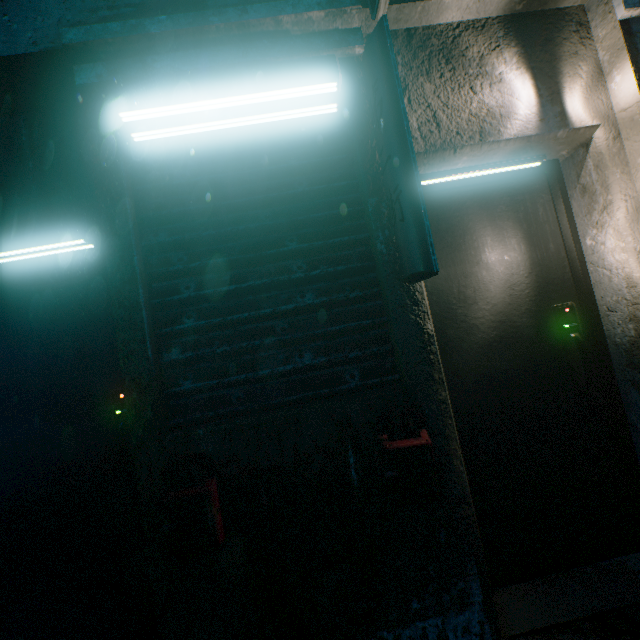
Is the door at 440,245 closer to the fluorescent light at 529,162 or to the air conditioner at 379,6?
the fluorescent light at 529,162

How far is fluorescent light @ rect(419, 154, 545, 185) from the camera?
1.7m

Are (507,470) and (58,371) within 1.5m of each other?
no

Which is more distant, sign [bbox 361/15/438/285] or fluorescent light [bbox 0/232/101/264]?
fluorescent light [bbox 0/232/101/264]

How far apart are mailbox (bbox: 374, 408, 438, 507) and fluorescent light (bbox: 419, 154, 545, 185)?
1.2m

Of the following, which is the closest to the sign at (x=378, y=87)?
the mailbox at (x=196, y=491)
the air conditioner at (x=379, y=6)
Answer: the air conditioner at (x=379, y=6)

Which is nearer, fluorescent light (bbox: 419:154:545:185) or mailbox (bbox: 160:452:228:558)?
mailbox (bbox: 160:452:228:558)

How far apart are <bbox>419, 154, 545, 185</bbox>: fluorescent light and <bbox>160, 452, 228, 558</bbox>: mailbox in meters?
1.6 m
